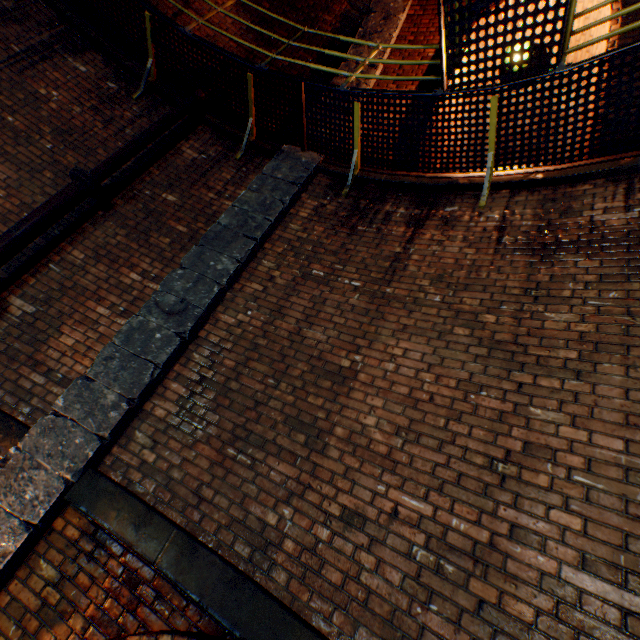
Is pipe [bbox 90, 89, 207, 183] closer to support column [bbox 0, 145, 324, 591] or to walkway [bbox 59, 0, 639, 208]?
walkway [bbox 59, 0, 639, 208]

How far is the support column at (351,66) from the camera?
5.7 meters

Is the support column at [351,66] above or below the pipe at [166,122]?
above

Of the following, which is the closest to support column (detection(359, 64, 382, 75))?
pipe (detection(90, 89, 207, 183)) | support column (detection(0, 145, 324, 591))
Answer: support column (detection(0, 145, 324, 591))

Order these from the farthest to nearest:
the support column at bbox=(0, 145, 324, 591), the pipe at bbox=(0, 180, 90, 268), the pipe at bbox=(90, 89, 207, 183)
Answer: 1. the pipe at bbox=(90, 89, 207, 183)
2. the pipe at bbox=(0, 180, 90, 268)
3. the support column at bbox=(0, 145, 324, 591)

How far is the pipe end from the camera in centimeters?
387cm

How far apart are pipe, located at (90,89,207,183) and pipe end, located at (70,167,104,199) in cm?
12

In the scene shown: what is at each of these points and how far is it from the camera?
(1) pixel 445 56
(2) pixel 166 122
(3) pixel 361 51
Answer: (1) walkway, 3.4 meters
(2) pipe, 4.6 meters
(3) support column, 5.8 meters
